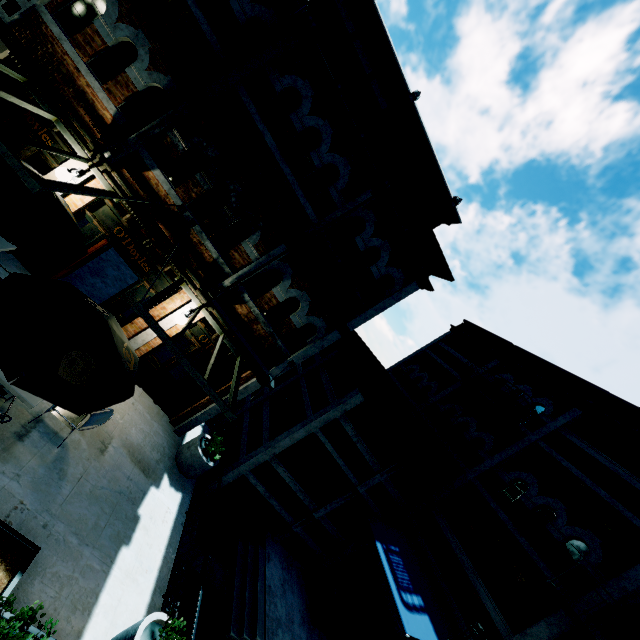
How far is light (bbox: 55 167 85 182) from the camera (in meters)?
7.04

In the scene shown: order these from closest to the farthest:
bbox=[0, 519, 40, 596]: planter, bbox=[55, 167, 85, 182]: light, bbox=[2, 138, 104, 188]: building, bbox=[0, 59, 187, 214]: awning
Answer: bbox=[0, 519, 40, 596]: planter
bbox=[0, 59, 187, 214]: awning
bbox=[55, 167, 85, 182]: light
bbox=[2, 138, 104, 188]: building

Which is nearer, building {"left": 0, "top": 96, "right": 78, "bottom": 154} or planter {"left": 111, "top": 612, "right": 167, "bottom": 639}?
planter {"left": 111, "top": 612, "right": 167, "bottom": 639}

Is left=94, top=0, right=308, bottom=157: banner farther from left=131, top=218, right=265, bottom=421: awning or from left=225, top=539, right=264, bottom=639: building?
left=131, top=218, right=265, bottom=421: awning

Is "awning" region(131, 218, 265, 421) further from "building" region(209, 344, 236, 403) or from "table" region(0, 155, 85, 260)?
"table" region(0, 155, 85, 260)

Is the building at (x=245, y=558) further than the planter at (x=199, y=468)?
No

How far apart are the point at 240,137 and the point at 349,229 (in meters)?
3.67

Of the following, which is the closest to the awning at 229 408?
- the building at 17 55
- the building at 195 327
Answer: the building at 17 55
